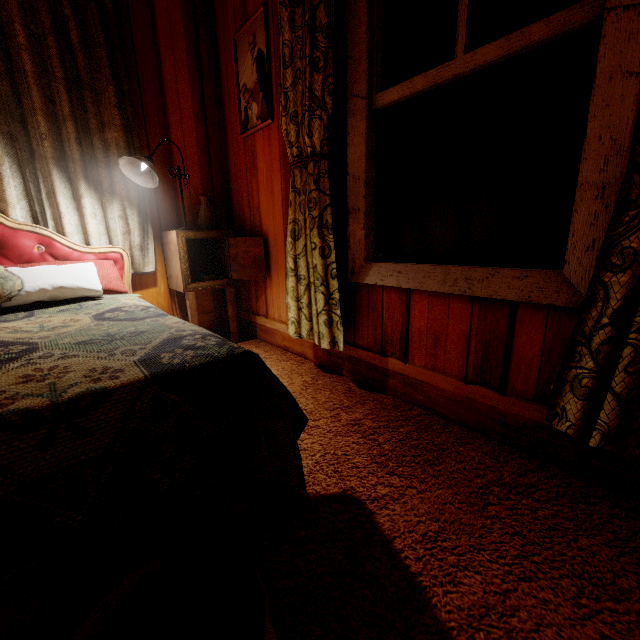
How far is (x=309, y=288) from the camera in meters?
1.9 m

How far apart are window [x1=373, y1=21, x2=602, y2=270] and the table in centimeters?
100cm

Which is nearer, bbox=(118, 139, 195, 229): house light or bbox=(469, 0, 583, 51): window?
bbox=(469, 0, 583, 51): window

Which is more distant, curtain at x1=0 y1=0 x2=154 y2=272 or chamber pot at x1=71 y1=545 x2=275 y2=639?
curtain at x1=0 y1=0 x2=154 y2=272

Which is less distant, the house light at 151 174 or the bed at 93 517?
the bed at 93 517

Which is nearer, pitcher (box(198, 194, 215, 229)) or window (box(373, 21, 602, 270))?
window (box(373, 21, 602, 270))

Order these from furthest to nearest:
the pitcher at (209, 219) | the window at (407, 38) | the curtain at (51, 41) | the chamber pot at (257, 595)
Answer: the pitcher at (209, 219) < the curtain at (51, 41) < the window at (407, 38) < the chamber pot at (257, 595)

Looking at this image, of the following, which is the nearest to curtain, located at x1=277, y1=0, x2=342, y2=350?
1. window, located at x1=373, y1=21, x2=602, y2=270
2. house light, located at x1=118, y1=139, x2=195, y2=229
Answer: window, located at x1=373, y1=21, x2=602, y2=270
